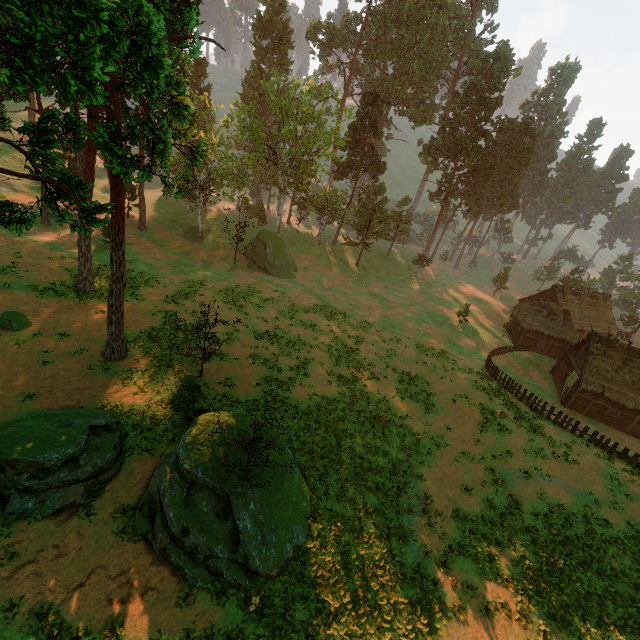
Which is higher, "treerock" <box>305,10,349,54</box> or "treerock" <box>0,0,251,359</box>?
"treerock" <box>305,10,349,54</box>

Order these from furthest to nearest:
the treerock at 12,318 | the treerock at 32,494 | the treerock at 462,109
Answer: the treerock at 462,109 → the treerock at 12,318 → the treerock at 32,494

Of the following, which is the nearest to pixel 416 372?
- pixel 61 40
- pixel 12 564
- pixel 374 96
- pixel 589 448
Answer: pixel 589 448

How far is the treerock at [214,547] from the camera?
12.9m

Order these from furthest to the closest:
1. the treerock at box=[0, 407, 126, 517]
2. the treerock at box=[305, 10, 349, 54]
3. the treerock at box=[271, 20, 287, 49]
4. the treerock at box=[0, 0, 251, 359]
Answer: the treerock at box=[271, 20, 287, 49] → the treerock at box=[305, 10, 349, 54] → the treerock at box=[0, 407, 126, 517] → the treerock at box=[0, 0, 251, 359]

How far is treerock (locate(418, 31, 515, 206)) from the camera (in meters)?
51.41
